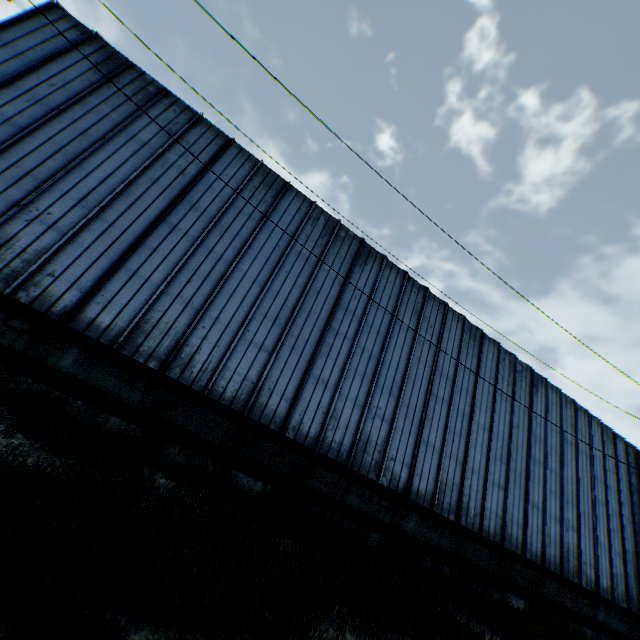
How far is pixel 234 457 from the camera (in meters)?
10.19
